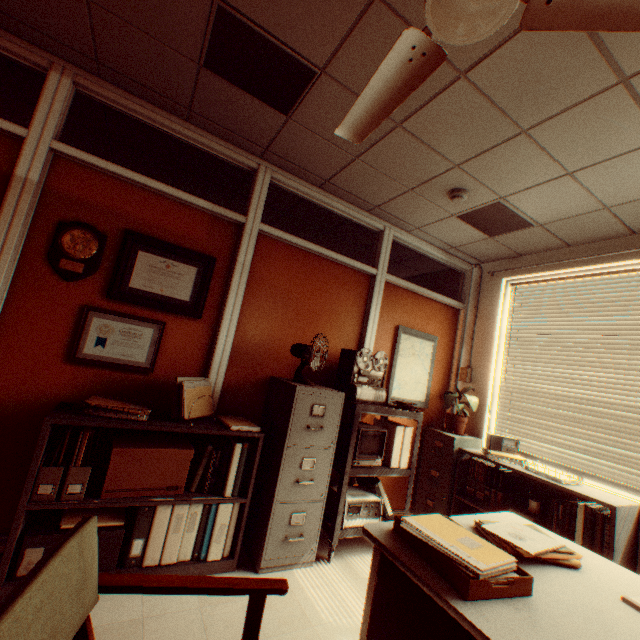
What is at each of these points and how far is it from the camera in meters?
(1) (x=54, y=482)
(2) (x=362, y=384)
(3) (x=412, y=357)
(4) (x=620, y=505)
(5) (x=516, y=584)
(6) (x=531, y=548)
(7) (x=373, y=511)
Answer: (1) file holder, 2.0 m
(2) reel projector, 3.4 m
(3) map, 4.2 m
(4) shelf, 2.6 m
(5) paper box, 1.2 m
(6) notebook, 1.4 m
(7) oscilloscope, 3.1 m

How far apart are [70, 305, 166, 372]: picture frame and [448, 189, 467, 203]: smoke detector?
2.9 meters

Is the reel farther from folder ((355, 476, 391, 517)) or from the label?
the label

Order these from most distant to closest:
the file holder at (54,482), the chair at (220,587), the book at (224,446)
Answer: the book at (224,446), the file holder at (54,482), the chair at (220,587)

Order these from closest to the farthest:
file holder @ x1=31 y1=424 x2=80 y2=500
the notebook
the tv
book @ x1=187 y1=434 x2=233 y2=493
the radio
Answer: the notebook, file holder @ x1=31 y1=424 x2=80 y2=500, book @ x1=187 y1=434 x2=233 y2=493, the tv, the radio

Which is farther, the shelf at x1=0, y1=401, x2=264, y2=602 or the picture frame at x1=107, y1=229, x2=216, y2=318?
the picture frame at x1=107, y1=229, x2=216, y2=318

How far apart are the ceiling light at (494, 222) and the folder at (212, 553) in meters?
3.2 m

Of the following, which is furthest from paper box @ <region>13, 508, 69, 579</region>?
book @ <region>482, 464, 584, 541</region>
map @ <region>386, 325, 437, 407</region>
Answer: book @ <region>482, 464, 584, 541</region>
